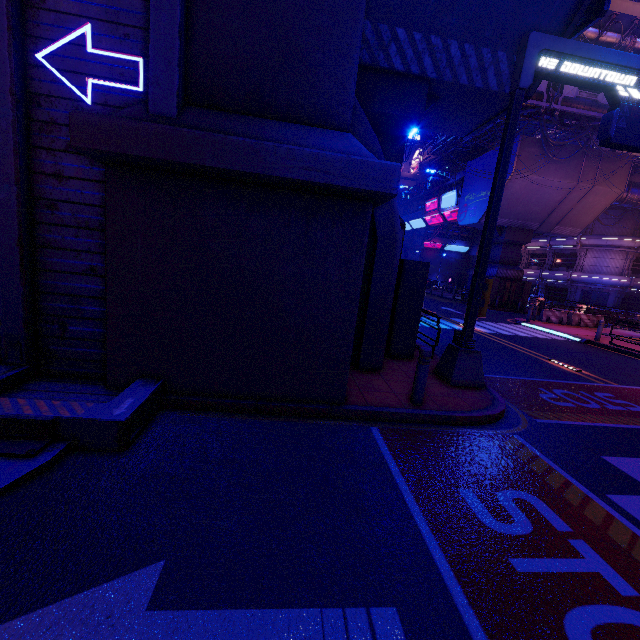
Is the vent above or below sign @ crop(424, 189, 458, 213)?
below

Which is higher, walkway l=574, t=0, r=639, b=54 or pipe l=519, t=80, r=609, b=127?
walkway l=574, t=0, r=639, b=54

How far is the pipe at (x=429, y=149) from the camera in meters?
51.2 m

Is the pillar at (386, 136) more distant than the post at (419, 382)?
Yes

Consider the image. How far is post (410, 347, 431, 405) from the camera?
5.8m

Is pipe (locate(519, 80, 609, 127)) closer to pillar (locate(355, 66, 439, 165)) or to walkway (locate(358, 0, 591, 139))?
walkway (locate(358, 0, 591, 139))

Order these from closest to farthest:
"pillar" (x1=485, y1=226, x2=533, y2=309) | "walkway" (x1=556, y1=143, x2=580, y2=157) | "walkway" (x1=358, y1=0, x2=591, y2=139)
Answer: "walkway" (x1=358, y1=0, x2=591, y2=139)
"walkway" (x1=556, y1=143, x2=580, y2=157)
"pillar" (x1=485, y1=226, x2=533, y2=309)

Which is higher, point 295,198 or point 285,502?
point 295,198
